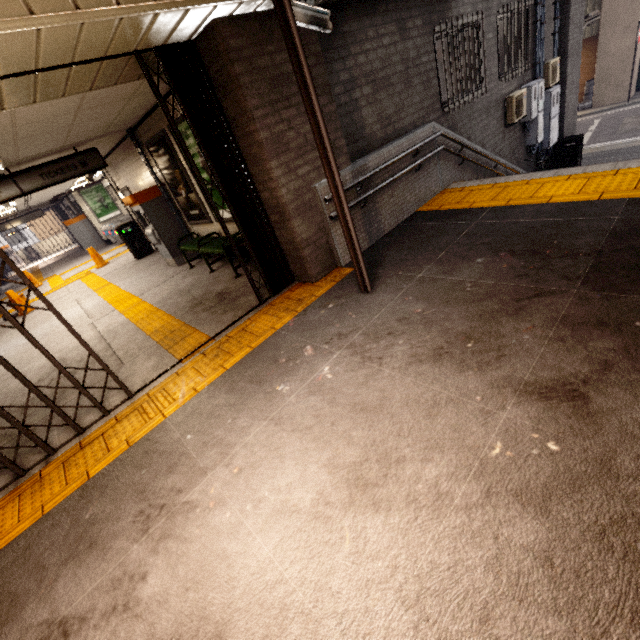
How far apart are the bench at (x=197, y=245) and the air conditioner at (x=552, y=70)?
9.3 meters

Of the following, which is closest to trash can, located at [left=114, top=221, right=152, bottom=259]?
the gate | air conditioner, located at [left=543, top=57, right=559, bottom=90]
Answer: the gate

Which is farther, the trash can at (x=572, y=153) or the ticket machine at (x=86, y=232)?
the ticket machine at (x=86, y=232)

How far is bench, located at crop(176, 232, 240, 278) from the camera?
5.82m

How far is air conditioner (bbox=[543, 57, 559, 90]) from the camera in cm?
846

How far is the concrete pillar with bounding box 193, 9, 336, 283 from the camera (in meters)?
3.34

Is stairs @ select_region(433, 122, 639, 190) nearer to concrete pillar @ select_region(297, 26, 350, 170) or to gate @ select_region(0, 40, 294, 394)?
concrete pillar @ select_region(297, 26, 350, 170)

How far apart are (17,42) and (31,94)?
1.2 meters
